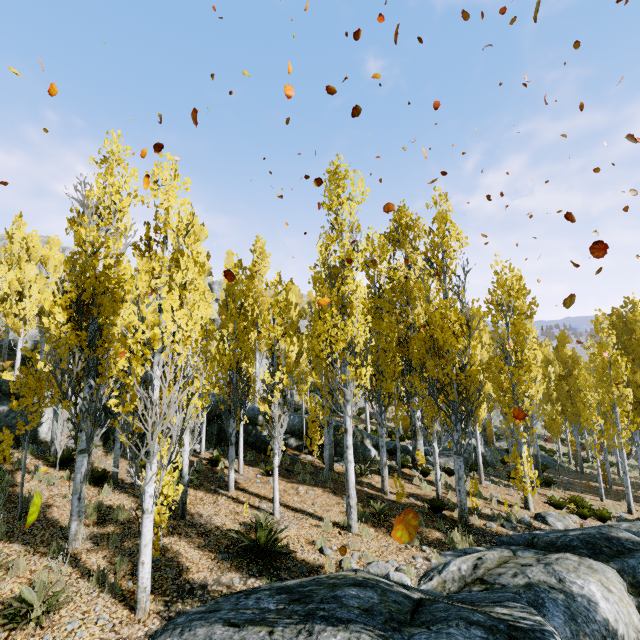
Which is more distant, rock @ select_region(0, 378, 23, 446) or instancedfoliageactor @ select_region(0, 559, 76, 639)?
rock @ select_region(0, 378, 23, 446)

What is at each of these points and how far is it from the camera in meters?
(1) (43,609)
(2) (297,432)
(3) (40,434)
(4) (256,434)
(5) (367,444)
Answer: (1) instancedfoliageactor, 5.4 m
(2) rock, 17.8 m
(3) rock, 14.2 m
(4) rock, 17.5 m
(5) rock, 17.9 m

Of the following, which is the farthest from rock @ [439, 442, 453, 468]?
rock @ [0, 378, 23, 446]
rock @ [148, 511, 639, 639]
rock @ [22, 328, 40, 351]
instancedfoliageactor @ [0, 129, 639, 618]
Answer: rock @ [22, 328, 40, 351]

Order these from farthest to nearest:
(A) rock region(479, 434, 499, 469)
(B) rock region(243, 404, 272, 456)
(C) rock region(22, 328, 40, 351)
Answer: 1. (C) rock region(22, 328, 40, 351)
2. (A) rock region(479, 434, 499, 469)
3. (B) rock region(243, 404, 272, 456)

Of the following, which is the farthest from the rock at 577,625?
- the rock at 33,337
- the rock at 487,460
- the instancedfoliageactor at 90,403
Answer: the rock at 33,337

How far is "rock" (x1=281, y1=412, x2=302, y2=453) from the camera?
17.27m

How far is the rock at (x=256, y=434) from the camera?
15.8 meters
